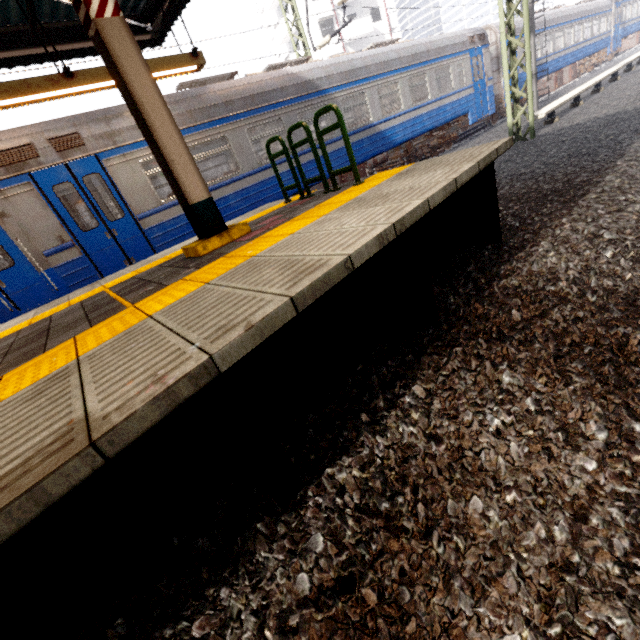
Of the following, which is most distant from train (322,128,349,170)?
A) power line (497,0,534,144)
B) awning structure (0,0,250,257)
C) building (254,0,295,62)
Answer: building (254,0,295,62)

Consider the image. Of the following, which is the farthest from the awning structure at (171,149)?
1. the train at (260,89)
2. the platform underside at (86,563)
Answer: the platform underside at (86,563)

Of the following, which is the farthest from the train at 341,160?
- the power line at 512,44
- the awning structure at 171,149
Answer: the awning structure at 171,149

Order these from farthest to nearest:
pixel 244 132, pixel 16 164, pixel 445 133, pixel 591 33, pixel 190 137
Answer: pixel 591 33 → pixel 445 133 → pixel 244 132 → pixel 190 137 → pixel 16 164

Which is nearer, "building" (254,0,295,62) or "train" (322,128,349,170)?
"train" (322,128,349,170)

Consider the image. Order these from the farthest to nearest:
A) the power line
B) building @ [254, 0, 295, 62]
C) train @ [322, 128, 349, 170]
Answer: building @ [254, 0, 295, 62], train @ [322, 128, 349, 170], the power line

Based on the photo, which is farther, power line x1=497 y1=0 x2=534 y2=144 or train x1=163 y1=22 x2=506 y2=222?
power line x1=497 y1=0 x2=534 y2=144
